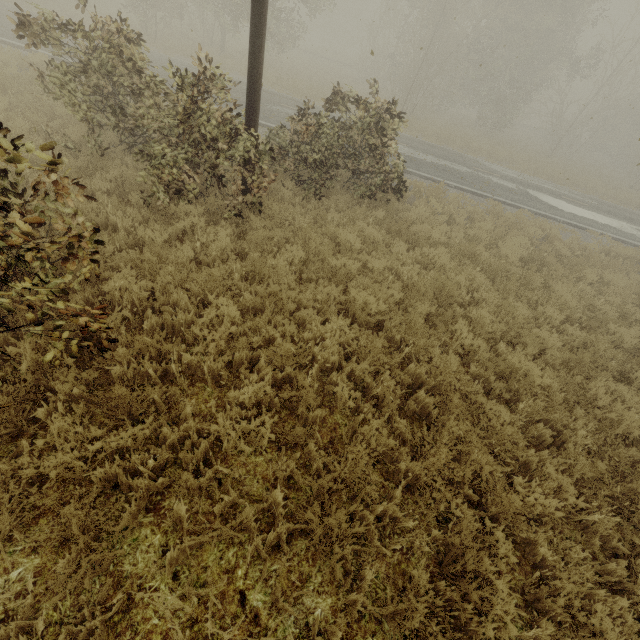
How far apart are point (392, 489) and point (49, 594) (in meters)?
3.26
